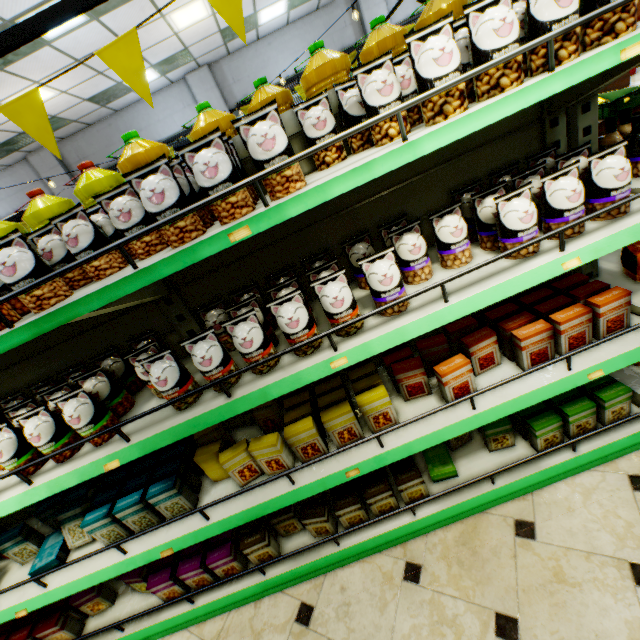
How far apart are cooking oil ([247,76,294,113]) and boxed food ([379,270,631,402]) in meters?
1.1

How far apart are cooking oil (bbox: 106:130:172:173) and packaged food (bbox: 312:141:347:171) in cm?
77

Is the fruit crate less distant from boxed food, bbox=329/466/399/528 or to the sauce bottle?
the sauce bottle

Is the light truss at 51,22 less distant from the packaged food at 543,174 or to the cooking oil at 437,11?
the cooking oil at 437,11

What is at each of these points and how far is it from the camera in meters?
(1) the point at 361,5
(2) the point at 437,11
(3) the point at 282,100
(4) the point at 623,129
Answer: (1) building, 8.7
(2) cooking oil, 1.5
(3) cooking oil, 1.6
(4) sauce bottle, 1.6

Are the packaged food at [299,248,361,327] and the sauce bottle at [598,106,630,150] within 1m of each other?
no

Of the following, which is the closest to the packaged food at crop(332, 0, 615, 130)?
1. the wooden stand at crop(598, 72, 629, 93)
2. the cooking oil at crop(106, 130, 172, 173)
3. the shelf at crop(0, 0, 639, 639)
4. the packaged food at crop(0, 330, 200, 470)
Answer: the shelf at crop(0, 0, 639, 639)

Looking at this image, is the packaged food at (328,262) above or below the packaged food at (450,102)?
below
